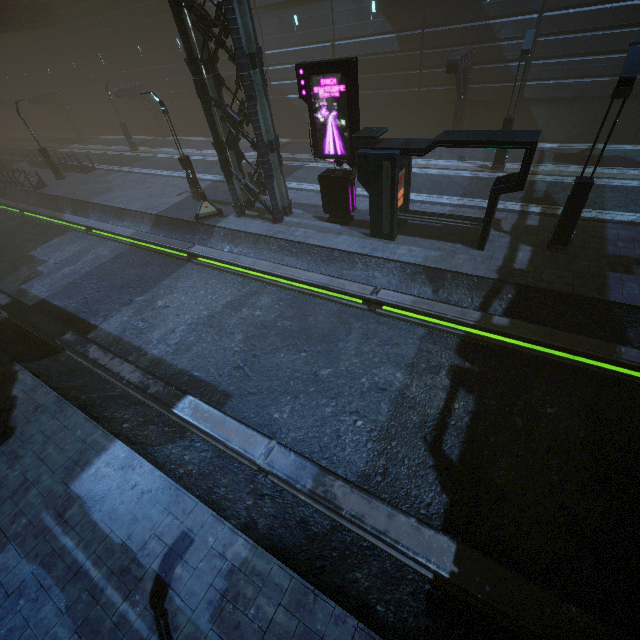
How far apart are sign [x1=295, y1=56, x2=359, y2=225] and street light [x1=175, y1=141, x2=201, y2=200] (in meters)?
8.57

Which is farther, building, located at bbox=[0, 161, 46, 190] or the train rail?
building, located at bbox=[0, 161, 46, 190]

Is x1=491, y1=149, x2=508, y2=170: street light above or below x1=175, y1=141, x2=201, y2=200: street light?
below

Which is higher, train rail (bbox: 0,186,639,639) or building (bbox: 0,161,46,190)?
building (bbox: 0,161,46,190)

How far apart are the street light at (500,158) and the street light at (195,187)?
16.5 meters

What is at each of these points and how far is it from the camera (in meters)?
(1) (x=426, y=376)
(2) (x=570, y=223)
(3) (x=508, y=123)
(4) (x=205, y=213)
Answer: (1) train rail, 9.67
(2) street light, 10.66
(3) street light, 15.77
(4) barrier, 17.50

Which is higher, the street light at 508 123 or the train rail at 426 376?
the street light at 508 123

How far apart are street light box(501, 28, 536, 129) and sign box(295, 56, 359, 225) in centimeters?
839cm
